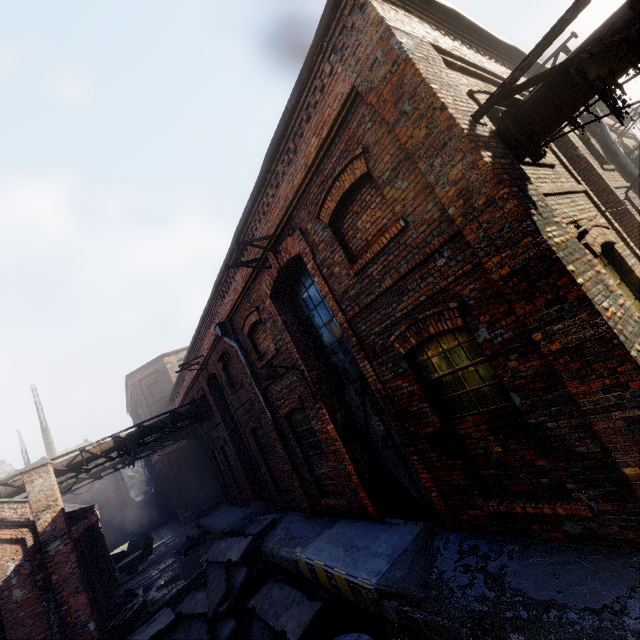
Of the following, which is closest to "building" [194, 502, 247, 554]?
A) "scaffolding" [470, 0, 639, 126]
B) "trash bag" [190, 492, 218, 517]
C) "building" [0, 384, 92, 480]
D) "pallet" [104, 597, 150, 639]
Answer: "trash bag" [190, 492, 218, 517]

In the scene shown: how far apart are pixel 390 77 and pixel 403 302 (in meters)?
2.98

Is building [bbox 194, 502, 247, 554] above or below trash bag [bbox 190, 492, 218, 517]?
below

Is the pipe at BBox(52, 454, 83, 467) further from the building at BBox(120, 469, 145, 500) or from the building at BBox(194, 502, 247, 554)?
the building at BBox(120, 469, 145, 500)

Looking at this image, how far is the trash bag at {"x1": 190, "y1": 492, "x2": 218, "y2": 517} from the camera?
18.98m

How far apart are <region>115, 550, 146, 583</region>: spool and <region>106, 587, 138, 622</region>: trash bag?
4.79m

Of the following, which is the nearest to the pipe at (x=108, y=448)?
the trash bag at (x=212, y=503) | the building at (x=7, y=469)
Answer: the trash bag at (x=212, y=503)

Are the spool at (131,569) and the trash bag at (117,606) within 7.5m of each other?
yes
